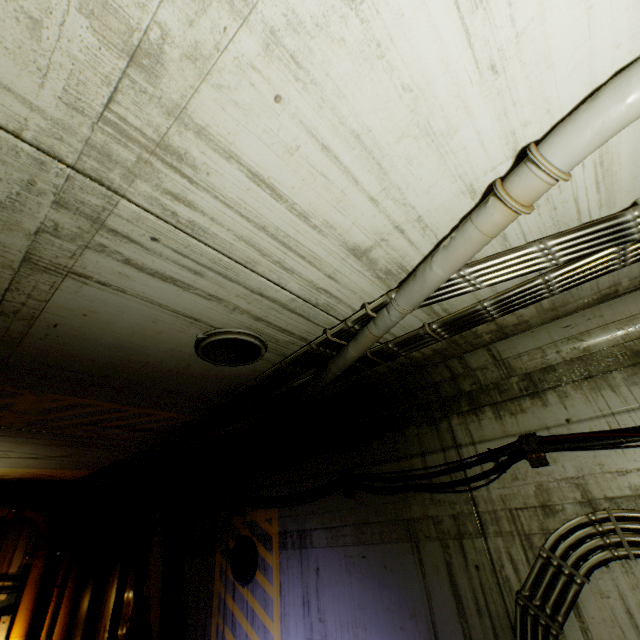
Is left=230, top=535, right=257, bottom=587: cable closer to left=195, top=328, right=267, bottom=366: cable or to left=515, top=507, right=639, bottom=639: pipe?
left=515, top=507, right=639, bottom=639: pipe

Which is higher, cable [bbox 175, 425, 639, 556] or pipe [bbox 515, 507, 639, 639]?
cable [bbox 175, 425, 639, 556]

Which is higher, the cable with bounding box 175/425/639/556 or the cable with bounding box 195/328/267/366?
the cable with bounding box 195/328/267/366

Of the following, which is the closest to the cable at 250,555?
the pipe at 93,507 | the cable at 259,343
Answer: the pipe at 93,507

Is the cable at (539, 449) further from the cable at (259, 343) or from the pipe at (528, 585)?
the cable at (259, 343)

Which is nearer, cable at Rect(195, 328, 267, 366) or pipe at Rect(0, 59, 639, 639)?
pipe at Rect(0, 59, 639, 639)

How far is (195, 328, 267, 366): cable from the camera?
3.54m

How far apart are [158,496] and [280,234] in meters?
10.5
